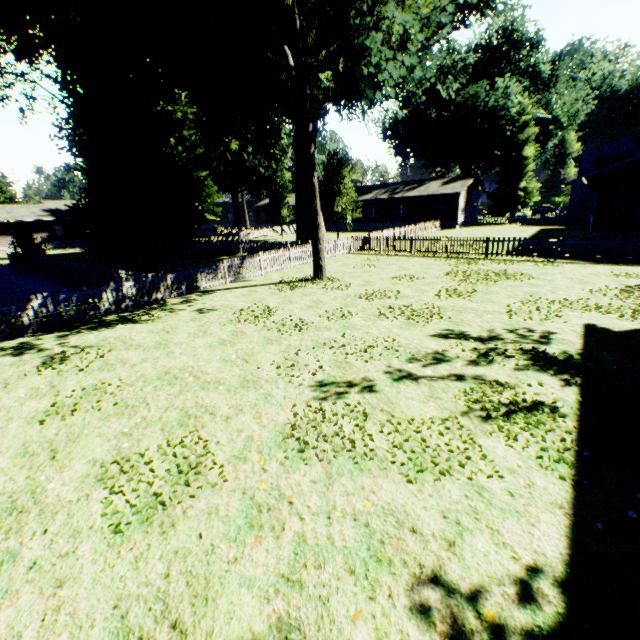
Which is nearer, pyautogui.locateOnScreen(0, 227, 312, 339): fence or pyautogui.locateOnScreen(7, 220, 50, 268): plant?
pyautogui.locateOnScreen(0, 227, 312, 339): fence

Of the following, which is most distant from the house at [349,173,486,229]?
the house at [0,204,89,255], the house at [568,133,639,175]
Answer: the house at [0,204,89,255]

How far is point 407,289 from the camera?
14.0 meters

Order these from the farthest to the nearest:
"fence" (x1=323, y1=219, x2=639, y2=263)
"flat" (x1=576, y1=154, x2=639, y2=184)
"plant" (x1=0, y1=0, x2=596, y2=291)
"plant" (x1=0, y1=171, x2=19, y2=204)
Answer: "plant" (x1=0, y1=171, x2=19, y2=204) → "flat" (x1=576, y1=154, x2=639, y2=184) → "fence" (x1=323, y1=219, x2=639, y2=263) → "plant" (x1=0, y1=0, x2=596, y2=291)

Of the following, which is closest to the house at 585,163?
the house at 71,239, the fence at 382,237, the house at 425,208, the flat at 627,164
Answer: the fence at 382,237

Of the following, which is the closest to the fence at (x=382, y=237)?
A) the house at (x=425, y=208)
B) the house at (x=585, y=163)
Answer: the house at (x=425, y=208)

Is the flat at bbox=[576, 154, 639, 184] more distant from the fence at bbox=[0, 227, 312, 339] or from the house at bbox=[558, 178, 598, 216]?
the fence at bbox=[0, 227, 312, 339]

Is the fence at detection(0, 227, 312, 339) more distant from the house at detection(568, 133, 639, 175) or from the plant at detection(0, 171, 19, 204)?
the house at detection(568, 133, 639, 175)
